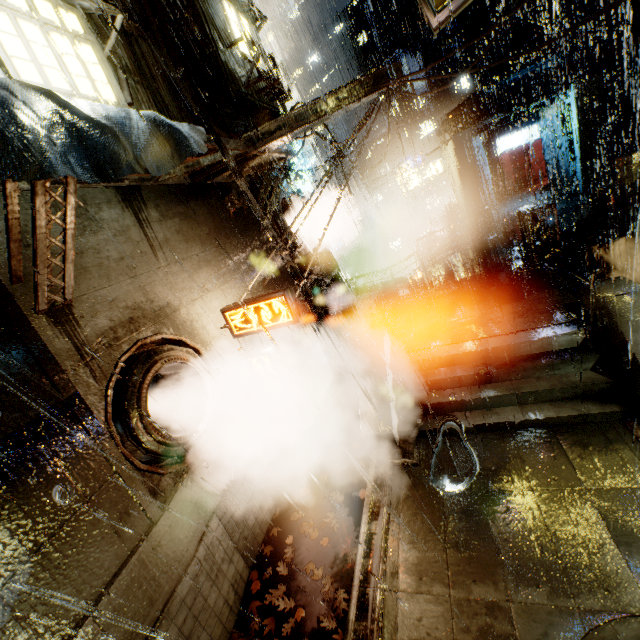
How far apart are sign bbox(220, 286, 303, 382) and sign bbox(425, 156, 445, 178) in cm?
2293

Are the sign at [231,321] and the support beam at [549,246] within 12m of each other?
yes

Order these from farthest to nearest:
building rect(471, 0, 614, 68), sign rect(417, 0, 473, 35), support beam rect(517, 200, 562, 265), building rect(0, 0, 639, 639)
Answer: building rect(471, 0, 614, 68)
support beam rect(517, 200, 562, 265)
sign rect(417, 0, 473, 35)
building rect(0, 0, 639, 639)

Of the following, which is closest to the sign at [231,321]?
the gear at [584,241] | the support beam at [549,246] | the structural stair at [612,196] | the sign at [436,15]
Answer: the sign at [436,15]

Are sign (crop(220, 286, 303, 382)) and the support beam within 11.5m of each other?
yes

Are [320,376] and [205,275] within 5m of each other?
no

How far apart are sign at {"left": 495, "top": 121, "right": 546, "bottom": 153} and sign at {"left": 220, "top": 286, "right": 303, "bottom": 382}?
23.4m

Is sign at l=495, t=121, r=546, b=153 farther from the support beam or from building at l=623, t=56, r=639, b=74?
the support beam
